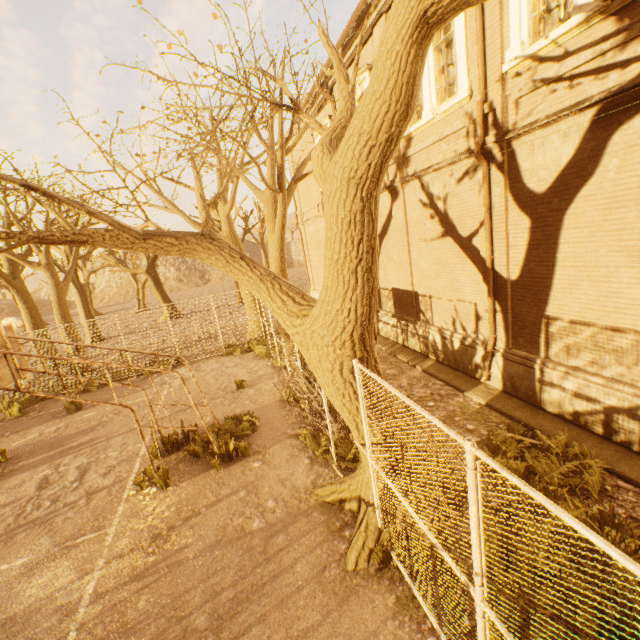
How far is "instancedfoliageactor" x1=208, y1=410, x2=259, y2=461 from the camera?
7.35m

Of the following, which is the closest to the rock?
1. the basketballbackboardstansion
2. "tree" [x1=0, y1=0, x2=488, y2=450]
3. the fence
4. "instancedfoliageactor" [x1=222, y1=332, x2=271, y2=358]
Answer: "tree" [x1=0, y1=0, x2=488, y2=450]

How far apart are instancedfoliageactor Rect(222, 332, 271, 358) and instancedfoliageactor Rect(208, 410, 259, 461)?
4.8m

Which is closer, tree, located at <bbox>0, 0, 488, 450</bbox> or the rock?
tree, located at <bbox>0, 0, 488, 450</bbox>

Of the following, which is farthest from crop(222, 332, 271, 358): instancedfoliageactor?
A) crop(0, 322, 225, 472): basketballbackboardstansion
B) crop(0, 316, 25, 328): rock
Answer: crop(0, 316, 25, 328): rock

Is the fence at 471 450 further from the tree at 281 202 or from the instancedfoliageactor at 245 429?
the instancedfoliageactor at 245 429

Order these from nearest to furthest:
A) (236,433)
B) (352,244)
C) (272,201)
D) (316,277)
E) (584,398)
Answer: (352,244), (584,398), (236,433), (272,201), (316,277)

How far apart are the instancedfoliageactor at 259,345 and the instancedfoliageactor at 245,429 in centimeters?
484cm
